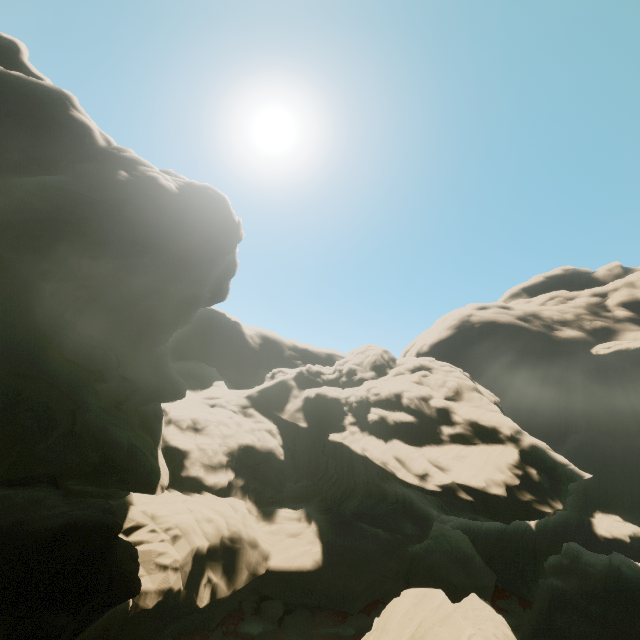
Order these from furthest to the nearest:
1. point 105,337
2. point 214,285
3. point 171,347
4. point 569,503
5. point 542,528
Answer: point 171,347
point 569,503
point 542,528
point 214,285
point 105,337
